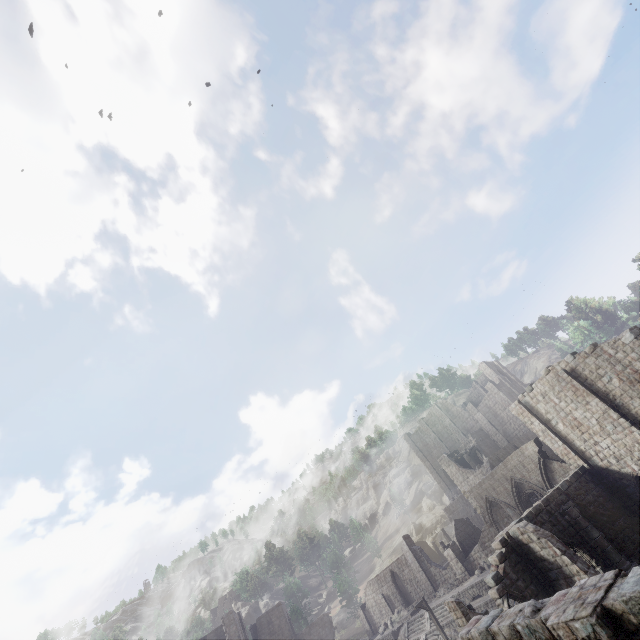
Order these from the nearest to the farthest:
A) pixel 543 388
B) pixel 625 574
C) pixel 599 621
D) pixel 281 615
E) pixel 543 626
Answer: pixel 599 621
pixel 625 574
pixel 543 626
pixel 543 388
pixel 281 615

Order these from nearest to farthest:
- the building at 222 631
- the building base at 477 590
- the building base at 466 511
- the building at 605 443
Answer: the building at 605 443, the building base at 477 590, the building at 222 631, the building base at 466 511

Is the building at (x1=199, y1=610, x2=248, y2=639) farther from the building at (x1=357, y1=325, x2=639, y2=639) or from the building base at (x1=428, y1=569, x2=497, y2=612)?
the building base at (x1=428, y1=569, x2=497, y2=612)

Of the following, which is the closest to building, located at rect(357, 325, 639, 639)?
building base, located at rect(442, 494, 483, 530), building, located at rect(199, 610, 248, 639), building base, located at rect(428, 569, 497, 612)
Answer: building base, located at rect(428, 569, 497, 612)

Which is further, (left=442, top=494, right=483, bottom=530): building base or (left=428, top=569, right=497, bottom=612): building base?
(left=442, top=494, right=483, bottom=530): building base

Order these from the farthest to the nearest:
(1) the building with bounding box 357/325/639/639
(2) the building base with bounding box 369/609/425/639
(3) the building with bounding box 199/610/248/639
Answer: (3) the building with bounding box 199/610/248/639, (2) the building base with bounding box 369/609/425/639, (1) the building with bounding box 357/325/639/639

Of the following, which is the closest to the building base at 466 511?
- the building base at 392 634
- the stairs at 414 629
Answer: the building base at 392 634

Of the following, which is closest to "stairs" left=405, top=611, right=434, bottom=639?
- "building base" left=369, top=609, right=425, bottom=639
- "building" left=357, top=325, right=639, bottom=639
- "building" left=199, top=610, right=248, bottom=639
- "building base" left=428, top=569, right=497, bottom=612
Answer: "building base" left=428, top=569, right=497, bottom=612
